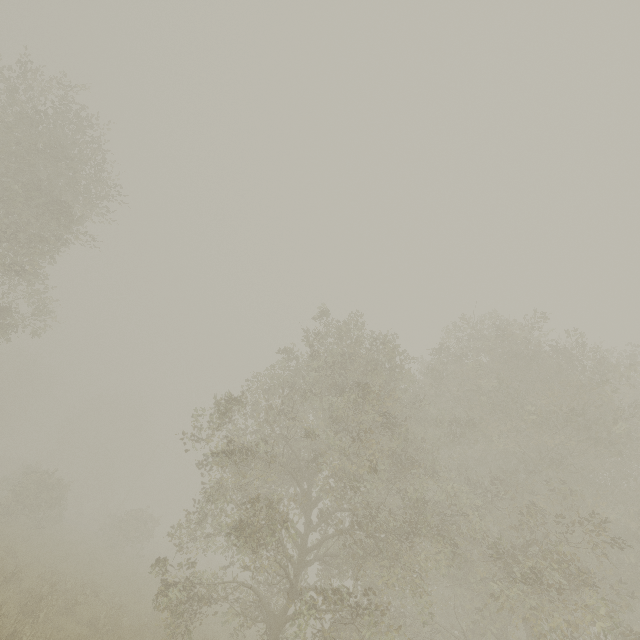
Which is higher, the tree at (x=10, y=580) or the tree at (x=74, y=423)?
the tree at (x=74, y=423)

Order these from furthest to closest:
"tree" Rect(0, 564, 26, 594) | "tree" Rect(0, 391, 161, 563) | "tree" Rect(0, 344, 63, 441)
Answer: "tree" Rect(0, 344, 63, 441), "tree" Rect(0, 391, 161, 563), "tree" Rect(0, 564, 26, 594)

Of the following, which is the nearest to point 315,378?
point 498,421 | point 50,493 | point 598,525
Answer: point 498,421

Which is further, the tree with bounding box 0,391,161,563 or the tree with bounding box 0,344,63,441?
the tree with bounding box 0,344,63,441

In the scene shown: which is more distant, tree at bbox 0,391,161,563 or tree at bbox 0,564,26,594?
tree at bbox 0,391,161,563

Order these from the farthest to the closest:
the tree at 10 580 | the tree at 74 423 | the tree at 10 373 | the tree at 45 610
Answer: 1. the tree at 10 373
2. the tree at 74 423
3. the tree at 10 580
4. the tree at 45 610
